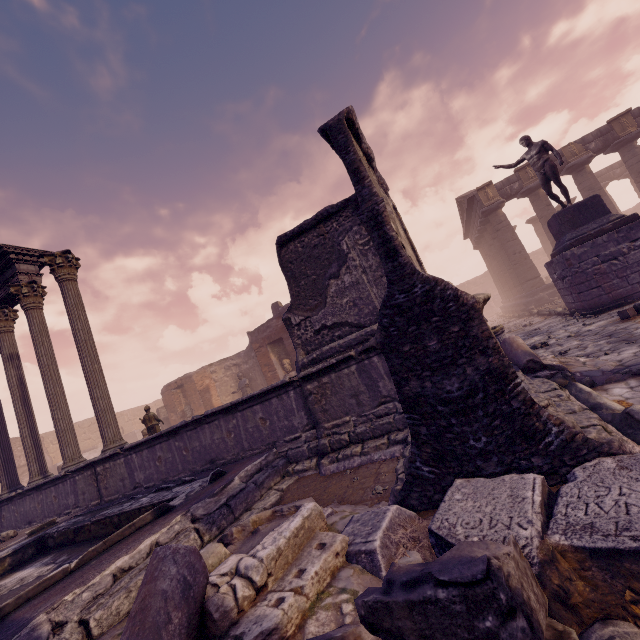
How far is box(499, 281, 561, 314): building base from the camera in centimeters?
1723cm

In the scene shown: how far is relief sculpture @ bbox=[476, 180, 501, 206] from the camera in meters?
18.4 m

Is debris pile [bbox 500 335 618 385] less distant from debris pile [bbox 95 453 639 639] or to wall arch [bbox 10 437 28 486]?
debris pile [bbox 95 453 639 639]

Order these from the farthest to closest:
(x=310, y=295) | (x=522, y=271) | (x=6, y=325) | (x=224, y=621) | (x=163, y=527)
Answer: (x=522, y=271)
(x=6, y=325)
(x=310, y=295)
(x=163, y=527)
(x=224, y=621)

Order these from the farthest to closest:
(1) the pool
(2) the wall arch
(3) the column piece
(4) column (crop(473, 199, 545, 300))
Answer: (2) the wall arch → (4) column (crop(473, 199, 545, 300)) → (1) the pool → (3) the column piece

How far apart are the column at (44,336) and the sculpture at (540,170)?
15.21m

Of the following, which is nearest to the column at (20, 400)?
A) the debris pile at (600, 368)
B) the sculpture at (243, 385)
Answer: the sculpture at (243, 385)

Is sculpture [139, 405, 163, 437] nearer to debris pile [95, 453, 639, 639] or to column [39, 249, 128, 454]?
column [39, 249, 128, 454]
